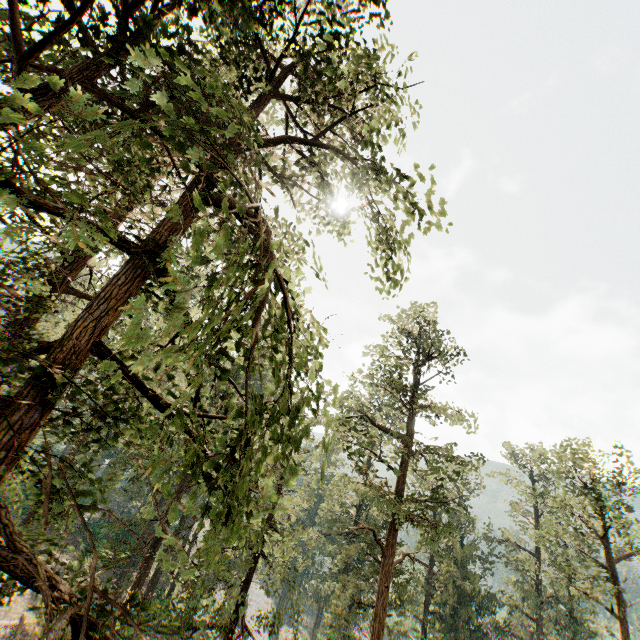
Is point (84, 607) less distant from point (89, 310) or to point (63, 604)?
point (63, 604)
